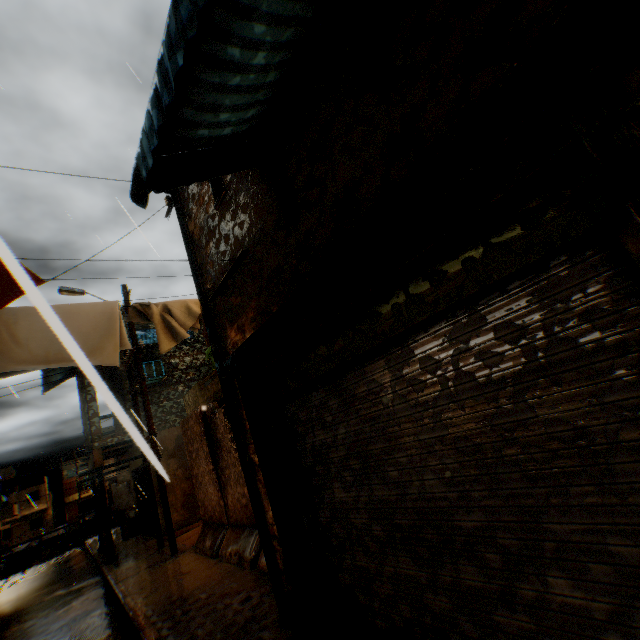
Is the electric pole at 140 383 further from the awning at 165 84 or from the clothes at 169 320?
the awning at 165 84

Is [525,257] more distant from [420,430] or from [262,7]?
[262,7]

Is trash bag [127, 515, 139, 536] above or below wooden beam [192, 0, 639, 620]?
below

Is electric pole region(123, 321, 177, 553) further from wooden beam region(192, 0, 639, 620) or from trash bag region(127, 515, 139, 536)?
trash bag region(127, 515, 139, 536)

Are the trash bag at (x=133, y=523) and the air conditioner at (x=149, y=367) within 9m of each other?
yes

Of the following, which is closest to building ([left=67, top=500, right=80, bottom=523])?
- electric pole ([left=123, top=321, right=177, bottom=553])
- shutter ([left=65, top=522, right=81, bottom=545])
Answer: shutter ([left=65, top=522, right=81, bottom=545])

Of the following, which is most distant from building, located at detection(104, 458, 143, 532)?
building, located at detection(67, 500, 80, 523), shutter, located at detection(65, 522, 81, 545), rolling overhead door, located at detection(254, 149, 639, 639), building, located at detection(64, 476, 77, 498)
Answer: building, located at detection(67, 500, 80, 523)

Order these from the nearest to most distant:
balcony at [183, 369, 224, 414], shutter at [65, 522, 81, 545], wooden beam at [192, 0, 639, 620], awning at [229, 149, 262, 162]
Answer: wooden beam at [192, 0, 639, 620]
awning at [229, 149, 262, 162]
balcony at [183, 369, 224, 414]
shutter at [65, 522, 81, 545]
